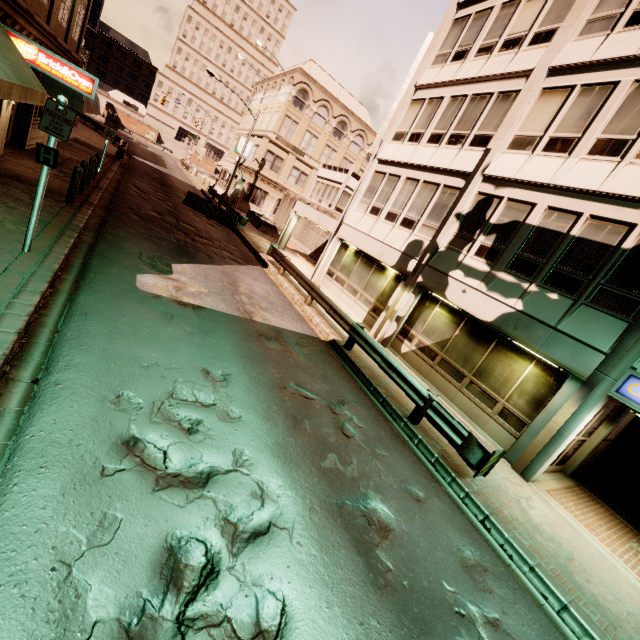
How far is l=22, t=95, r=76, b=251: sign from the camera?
5.8 meters

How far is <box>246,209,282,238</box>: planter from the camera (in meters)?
28.39

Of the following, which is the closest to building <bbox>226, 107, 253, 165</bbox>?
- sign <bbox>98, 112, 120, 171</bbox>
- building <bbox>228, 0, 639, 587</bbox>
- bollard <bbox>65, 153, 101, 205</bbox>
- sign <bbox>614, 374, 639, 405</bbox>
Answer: building <bbox>228, 0, 639, 587</bbox>

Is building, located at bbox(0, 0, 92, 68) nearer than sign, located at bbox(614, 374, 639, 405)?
No

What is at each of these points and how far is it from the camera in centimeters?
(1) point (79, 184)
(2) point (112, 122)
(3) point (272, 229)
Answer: (1) bollard, 1185cm
(2) sign, 1670cm
(3) planter, 2881cm

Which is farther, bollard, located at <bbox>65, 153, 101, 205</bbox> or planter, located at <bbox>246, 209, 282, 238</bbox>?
planter, located at <bbox>246, 209, 282, 238</bbox>

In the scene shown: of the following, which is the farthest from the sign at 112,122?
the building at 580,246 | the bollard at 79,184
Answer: the building at 580,246

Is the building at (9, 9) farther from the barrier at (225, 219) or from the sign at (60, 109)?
the barrier at (225, 219)
